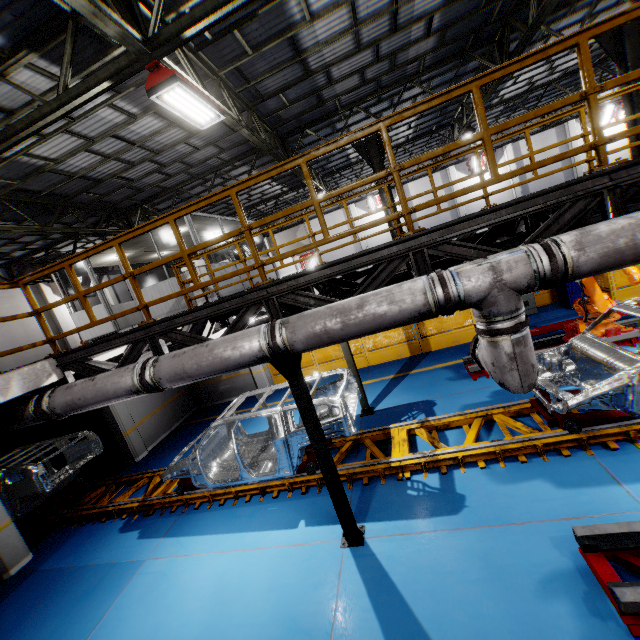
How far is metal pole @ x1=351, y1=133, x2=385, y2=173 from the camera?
11.25m

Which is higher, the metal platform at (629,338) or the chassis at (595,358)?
the chassis at (595,358)

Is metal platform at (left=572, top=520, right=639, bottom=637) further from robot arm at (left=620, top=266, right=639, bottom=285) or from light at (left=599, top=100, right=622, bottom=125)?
light at (left=599, top=100, right=622, bottom=125)

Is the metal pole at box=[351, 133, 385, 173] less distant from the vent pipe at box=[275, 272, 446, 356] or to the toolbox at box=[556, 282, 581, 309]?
the toolbox at box=[556, 282, 581, 309]

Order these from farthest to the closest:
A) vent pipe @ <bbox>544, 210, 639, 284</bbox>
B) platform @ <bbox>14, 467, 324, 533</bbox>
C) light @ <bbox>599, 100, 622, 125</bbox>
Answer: light @ <bbox>599, 100, 622, 125</bbox>
platform @ <bbox>14, 467, 324, 533</bbox>
vent pipe @ <bbox>544, 210, 639, 284</bbox>

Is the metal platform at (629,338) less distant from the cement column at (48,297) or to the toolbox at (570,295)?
the toolbox at (570,295)

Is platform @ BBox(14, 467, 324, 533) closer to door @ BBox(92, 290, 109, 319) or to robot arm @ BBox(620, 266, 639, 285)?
robot arm @ BBox(620, 266, 639, 285)

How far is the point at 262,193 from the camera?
18.6 meters
